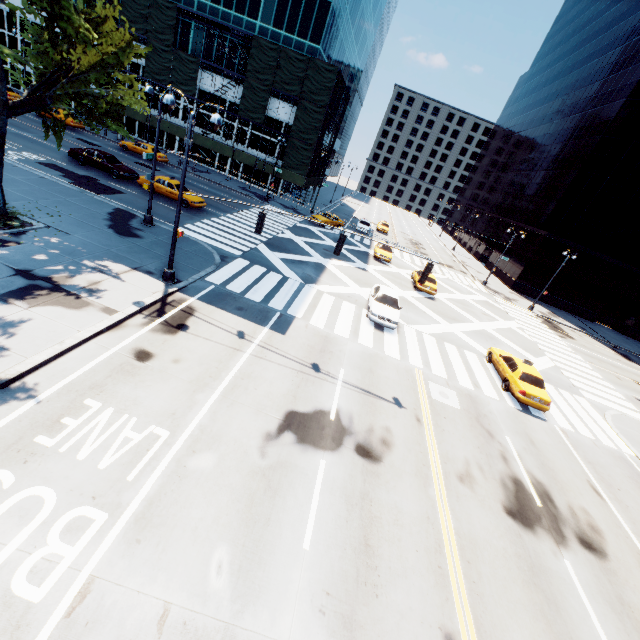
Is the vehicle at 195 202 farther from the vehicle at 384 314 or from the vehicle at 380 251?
the vehicle at 380 251

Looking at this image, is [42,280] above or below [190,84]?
below

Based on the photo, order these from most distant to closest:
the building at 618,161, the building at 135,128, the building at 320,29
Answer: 1. the building at 135,128
2. the building at 618,161
3. the building at 320,29

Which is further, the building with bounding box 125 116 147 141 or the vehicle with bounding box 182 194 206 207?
the building with bounding box 125 116 147 141

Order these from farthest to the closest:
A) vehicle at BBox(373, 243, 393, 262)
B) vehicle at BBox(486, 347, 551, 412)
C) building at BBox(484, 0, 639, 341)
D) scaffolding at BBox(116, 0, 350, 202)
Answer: building at BBox(484, 0, 639, 341)
scaffolding at BBox(116, 0, 350, 202)
vehicle at BBox(373, 243, 393, 262)
vehicle at BBox(486, 347, 551, 412)

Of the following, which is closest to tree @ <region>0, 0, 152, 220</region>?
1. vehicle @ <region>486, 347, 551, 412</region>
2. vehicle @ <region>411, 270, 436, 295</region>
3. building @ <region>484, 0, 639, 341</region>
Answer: vehicle @ <region>486, 347, 551, 412</region>

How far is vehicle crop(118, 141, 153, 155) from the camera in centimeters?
3631cm

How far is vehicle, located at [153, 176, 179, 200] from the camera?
25.47m
